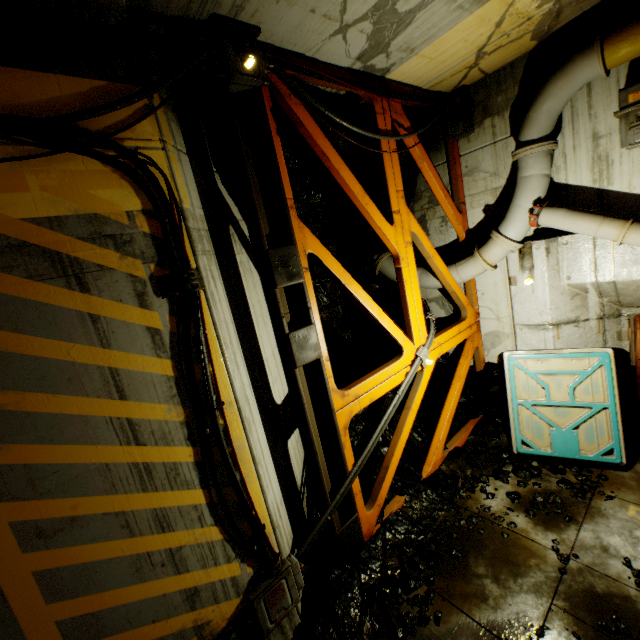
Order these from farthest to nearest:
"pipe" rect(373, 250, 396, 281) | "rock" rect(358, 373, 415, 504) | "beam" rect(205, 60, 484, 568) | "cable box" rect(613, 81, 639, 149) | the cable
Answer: "pipe" rect(373, 250, 396, 281) < "rock" rect(358, 373, 415, 504) < "cable box" rect(613, 81, 639, 149) < "beam" rect(205, 60, 484, 568) < the cable

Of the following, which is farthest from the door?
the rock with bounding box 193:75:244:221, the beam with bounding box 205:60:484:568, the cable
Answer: the cable

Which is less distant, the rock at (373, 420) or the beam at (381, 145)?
the beam at (381, 145)

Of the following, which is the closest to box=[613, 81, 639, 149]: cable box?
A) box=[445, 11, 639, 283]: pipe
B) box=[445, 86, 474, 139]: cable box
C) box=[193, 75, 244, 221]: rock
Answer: box=[445, 11, 639, 283]: pipe

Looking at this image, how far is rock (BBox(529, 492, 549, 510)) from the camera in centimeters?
511cm

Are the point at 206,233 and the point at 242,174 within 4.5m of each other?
yes

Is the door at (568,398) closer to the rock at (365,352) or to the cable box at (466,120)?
the rock at (365,352)

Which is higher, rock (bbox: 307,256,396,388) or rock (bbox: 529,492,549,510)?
rock (bbox: 307,256,396,388)
